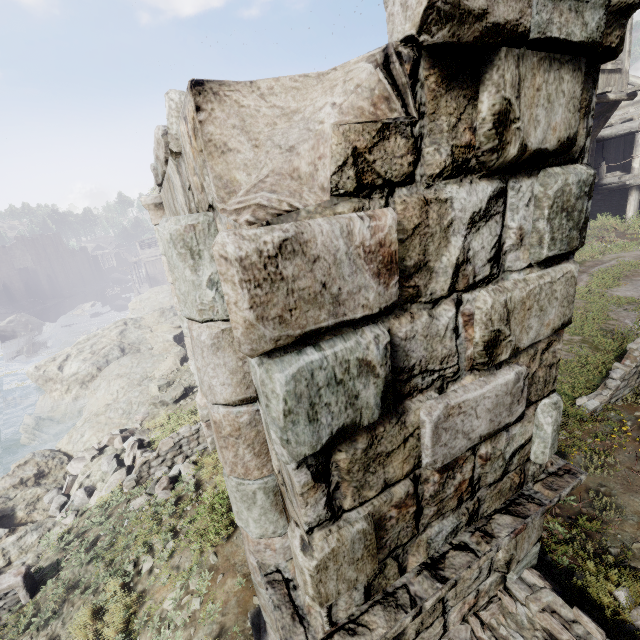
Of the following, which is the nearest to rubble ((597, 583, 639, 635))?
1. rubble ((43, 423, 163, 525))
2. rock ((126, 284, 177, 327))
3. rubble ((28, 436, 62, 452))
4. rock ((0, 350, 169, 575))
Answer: rock ((0, 350, 169, 575))

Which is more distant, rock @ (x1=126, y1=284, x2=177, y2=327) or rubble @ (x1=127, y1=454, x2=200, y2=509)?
rock @ (x1=126, y1=284, x2=177, y2=327)

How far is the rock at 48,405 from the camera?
16.4 meters

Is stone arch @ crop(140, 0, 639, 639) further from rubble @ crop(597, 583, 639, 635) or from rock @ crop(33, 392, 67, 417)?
rock @ crop(33, 392, 67, 417)

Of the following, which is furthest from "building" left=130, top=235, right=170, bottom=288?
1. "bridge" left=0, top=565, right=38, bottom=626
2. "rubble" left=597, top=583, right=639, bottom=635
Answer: "bridge" left=0, top=565, right=38, bottom=626

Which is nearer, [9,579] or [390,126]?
[390,126]

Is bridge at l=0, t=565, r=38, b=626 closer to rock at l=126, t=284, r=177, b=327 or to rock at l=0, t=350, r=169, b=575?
rock at l=0, t=350, r=169, b=575

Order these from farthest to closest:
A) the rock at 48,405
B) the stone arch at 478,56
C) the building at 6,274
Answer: the building at 6,274
the rock at 48,405
the stone arch at 478,56
